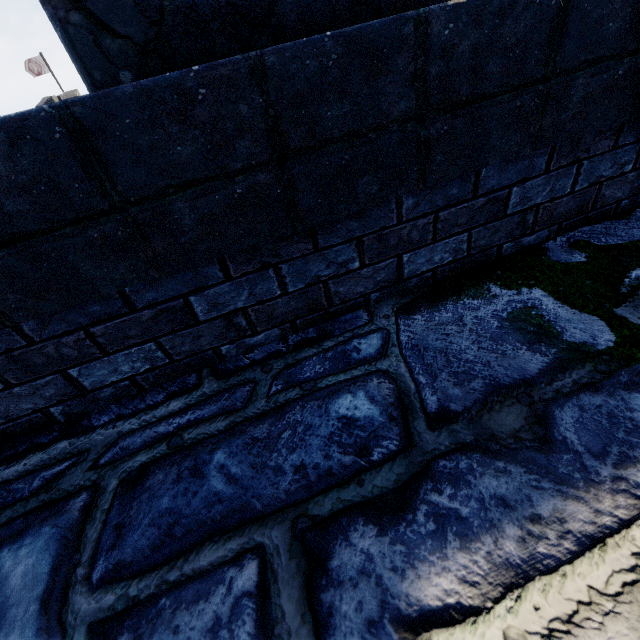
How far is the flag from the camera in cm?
3231

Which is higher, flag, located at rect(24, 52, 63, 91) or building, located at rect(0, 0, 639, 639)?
flag, located at rect(24, 52, 63, 91)

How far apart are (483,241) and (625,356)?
0.7m

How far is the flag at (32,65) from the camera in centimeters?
3231cm

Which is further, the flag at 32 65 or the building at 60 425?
the flag at 32 65

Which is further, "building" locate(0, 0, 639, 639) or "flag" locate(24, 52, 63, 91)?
"flag" locate(24, 52, 63, 91)
